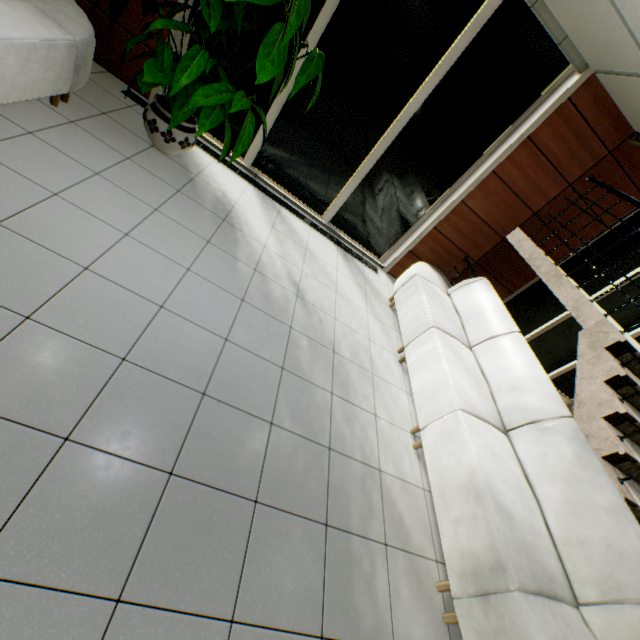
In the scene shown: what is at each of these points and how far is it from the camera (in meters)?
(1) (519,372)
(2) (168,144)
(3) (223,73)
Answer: (1) sofa, 3.14
(2) flower pot, 3.31
(3) plant, 3.04

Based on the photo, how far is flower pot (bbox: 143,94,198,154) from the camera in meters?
3.2

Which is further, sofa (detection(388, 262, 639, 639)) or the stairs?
the stairs

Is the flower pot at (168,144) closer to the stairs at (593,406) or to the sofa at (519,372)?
the sofa at (519,372)

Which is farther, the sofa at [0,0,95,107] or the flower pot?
the flower pot

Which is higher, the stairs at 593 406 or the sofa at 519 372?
the stairs at 593 406

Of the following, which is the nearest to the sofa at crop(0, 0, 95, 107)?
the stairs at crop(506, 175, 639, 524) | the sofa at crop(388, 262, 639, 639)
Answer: the sofa at crop(388, 262, 639, 639)

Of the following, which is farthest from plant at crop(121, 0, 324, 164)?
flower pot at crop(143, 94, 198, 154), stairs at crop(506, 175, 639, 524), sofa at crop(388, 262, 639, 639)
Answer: stairs at crop(506, 175, 639, 524)
